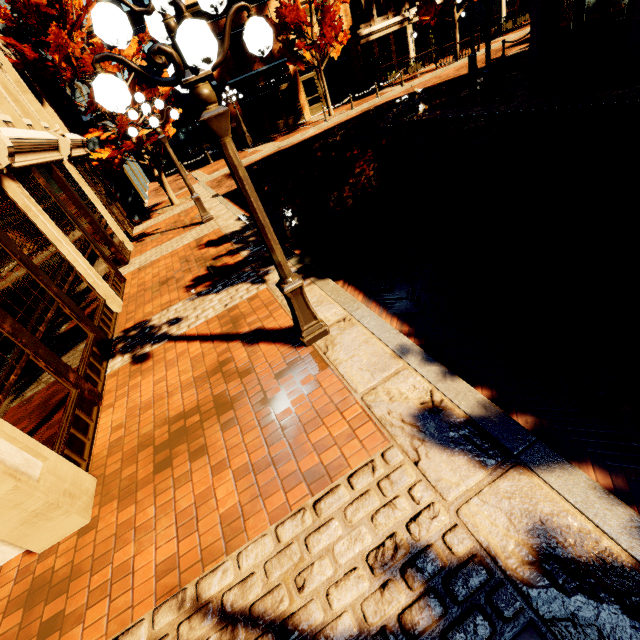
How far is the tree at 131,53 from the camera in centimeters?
1088cm

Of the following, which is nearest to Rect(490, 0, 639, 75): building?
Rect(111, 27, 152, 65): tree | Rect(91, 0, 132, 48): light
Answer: Rect(111, 27, 152, 65): tree

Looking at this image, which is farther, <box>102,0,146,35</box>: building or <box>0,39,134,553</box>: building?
<box>102,0,146,35</box>: building

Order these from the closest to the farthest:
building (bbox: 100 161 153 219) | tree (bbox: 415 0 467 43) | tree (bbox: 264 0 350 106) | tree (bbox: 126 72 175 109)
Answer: tree (bbox: 126 72 175 109) → building (bbox: 100 161 153 219) → tree (bbox: 264 0 350 106) → tree (bbox: 415 0 467 43)

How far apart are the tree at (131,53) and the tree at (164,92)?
0.6m

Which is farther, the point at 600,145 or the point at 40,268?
the point at 600,145

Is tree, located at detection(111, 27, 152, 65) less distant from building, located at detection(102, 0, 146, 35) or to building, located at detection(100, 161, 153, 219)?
building, located at detection(100, 161, 153, 219)

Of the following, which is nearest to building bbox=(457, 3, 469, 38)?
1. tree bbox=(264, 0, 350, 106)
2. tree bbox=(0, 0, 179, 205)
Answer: tree bbox=(0, 0, 179, 205)
